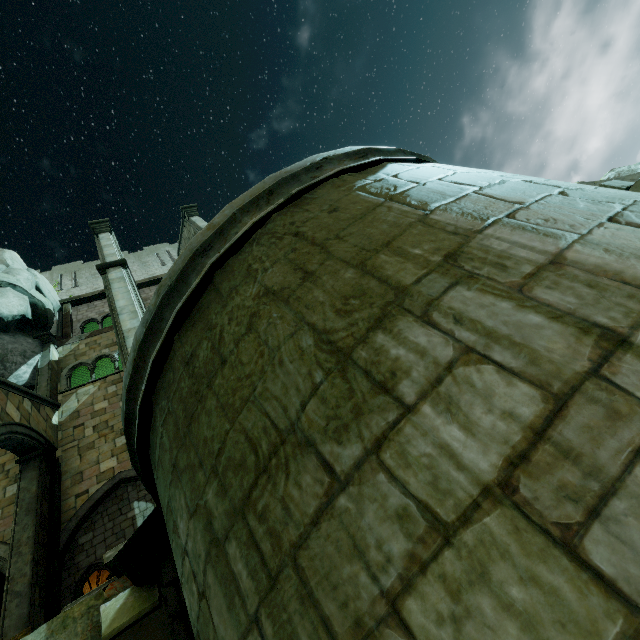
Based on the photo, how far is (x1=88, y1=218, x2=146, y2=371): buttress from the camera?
7.7 meters

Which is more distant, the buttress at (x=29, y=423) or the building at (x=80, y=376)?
the building at (x=80, y=376)

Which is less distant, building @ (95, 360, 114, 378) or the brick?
the brick

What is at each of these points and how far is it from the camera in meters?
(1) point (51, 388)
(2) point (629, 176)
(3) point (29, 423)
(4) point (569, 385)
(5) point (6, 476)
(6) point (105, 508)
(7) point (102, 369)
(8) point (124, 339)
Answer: (1) stone column, 13.2
(2) rock, 7.9
(3) buttress, 10.1
(4) building, 1.1
(5) building, 10.6
(6) archway, 9.7
(7) building, 18.2
(8) buttress, 7.6

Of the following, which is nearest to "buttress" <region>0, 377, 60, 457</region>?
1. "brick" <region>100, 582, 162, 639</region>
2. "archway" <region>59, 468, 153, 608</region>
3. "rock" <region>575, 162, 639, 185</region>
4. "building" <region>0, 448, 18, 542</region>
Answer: "building" <region>0, 448, 18, 542</region>

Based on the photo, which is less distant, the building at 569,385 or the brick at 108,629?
the building at 569,385

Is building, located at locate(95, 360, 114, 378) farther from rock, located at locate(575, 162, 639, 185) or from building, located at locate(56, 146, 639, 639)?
building, located at locate(56, 146, 639, 639)

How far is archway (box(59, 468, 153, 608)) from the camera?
8.36m
